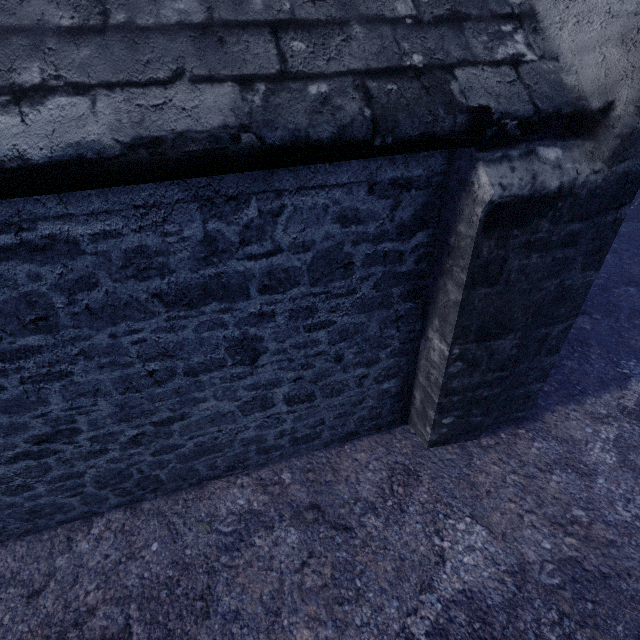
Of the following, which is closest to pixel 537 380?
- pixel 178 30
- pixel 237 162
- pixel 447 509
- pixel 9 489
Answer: pixel 447 509
